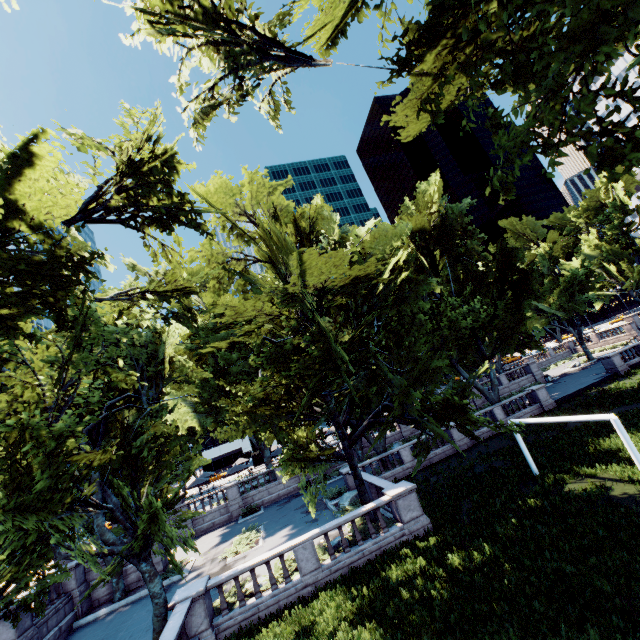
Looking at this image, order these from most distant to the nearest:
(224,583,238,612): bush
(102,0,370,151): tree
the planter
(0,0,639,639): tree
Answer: the planter, (224,583,238,612): bush, (102,0,370,151): tree, (0,0,639,639): tree

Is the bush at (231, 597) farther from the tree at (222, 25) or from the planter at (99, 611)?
the planter at (99, 611)

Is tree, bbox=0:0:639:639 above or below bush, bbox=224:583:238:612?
above

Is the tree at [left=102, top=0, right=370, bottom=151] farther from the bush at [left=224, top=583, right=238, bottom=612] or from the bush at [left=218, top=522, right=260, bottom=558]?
the bush at [left=218, top=522, right=260, bottom=558]

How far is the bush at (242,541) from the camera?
21.0 meters

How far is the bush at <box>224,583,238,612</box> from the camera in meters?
14.0 m

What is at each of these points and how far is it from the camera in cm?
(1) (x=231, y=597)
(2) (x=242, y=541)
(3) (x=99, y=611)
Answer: (1) bush, 1495
(2) bush, 2227
(3) planter, 1964

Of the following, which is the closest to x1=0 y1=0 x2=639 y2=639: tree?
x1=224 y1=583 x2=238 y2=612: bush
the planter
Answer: the planter
